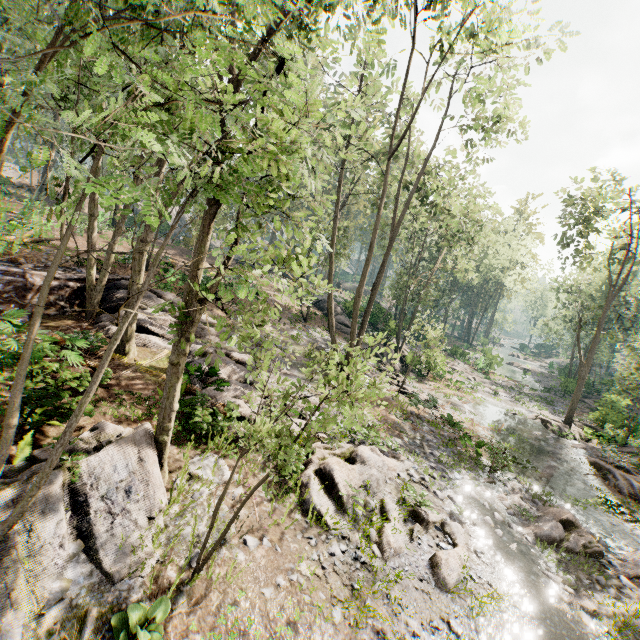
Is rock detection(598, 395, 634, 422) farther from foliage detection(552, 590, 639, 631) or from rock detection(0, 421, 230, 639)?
rock detection(0, 421, 230, 639)

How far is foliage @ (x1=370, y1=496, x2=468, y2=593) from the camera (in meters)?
8.34

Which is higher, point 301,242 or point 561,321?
point 561,321

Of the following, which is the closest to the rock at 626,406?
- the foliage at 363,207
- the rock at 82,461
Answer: the foliage at 363,207

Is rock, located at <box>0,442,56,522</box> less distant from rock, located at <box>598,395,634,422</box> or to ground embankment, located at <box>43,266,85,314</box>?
ground embankment, located at <box>43,266,85,314</box>

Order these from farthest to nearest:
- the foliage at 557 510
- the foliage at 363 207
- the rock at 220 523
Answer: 1. the foliage at 557 510
2. the rock at 220 523
3. the foliage at 363 207

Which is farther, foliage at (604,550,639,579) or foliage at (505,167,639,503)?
foliage at (505,167,639,503)
